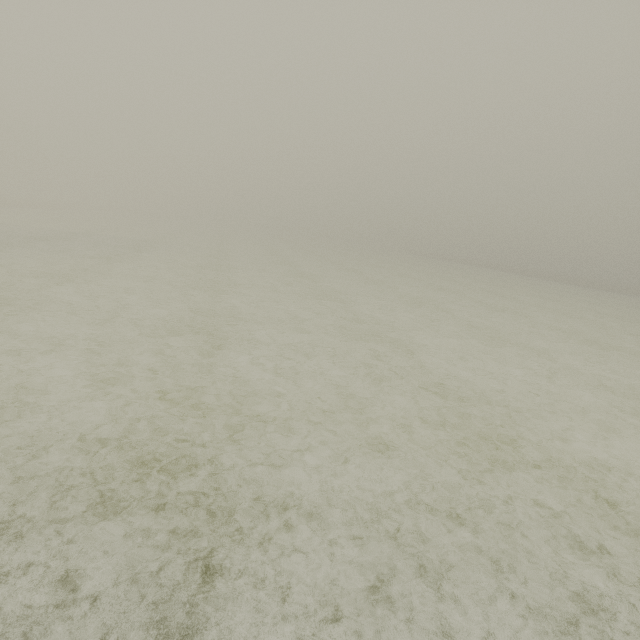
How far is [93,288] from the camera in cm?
1193
